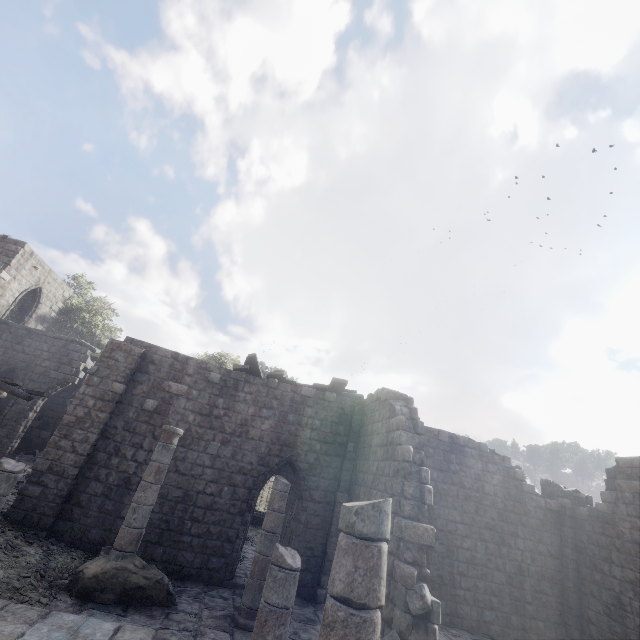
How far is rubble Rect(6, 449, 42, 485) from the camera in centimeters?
1345cm

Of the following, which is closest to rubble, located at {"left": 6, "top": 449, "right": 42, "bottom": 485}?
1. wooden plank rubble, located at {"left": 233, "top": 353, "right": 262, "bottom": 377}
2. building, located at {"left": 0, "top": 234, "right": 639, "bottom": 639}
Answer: building, located at {"left": 0, "top": 234, "right": 639, "bottom": 639}

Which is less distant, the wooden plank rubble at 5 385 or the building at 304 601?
the building at 304 601

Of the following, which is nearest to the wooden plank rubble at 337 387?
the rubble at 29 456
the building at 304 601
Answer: the building at 304 601

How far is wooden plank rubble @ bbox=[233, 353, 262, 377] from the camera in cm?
1301

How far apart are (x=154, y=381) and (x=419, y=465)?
9.9m

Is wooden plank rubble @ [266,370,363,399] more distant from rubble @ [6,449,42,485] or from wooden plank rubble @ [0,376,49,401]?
wooden plank rubble @ [0,376,49,401]
